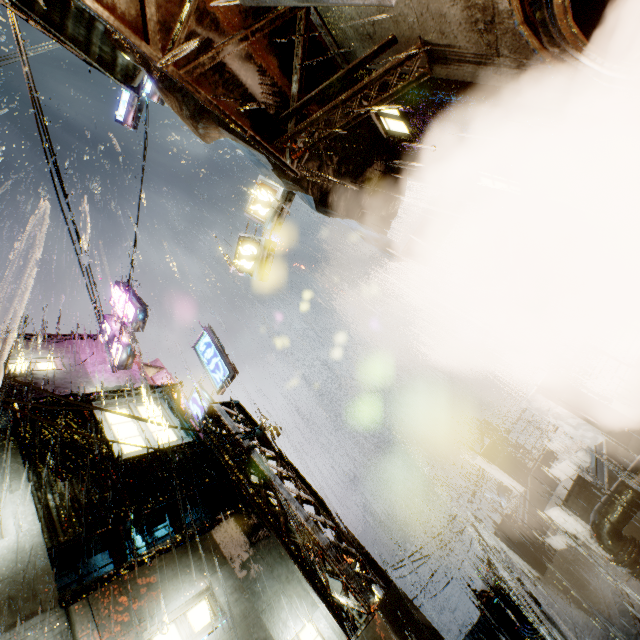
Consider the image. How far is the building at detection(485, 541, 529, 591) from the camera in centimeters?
1544cm

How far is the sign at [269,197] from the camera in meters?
10.5

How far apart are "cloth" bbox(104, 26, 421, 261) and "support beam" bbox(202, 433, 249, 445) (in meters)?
6.69

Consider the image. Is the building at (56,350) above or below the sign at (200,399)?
above

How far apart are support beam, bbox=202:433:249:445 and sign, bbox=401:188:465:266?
7.0 meters

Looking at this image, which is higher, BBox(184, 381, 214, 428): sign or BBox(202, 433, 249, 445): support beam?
BBox(184, 381, 214, 428): sign

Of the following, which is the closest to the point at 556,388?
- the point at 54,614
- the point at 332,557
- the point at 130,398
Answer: the point at 332,557

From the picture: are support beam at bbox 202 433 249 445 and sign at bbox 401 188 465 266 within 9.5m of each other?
yes
